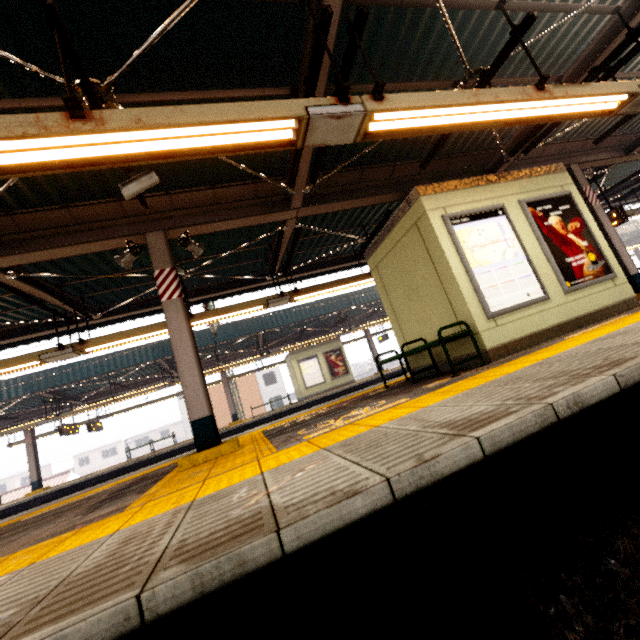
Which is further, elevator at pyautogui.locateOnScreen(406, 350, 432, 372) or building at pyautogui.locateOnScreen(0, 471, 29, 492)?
building at pyautogui.locateOnScreen(0, 471, 29, 492)

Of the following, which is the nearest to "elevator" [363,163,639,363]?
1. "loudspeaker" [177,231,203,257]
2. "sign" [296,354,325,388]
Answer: "loudspeaker" [177,231,203,257]

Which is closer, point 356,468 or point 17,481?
point 356,468

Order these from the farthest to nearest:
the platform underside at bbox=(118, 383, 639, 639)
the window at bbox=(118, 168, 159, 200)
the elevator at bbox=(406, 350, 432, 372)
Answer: the elevator at bbox=(406, 350, 432, 372) < the window at bbox=(118, 168, 159, 200) < the platform underside at bbox=(118, 383, 639, 639)

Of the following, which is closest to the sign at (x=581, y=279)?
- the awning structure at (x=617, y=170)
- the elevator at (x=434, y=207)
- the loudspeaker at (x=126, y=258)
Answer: the elevator at (x=434, y=207)

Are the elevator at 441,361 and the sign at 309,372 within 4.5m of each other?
no

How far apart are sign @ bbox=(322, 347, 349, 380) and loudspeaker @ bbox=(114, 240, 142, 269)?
15.0 meters

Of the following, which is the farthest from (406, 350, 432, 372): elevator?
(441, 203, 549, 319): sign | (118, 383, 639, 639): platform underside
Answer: (118, 383, 639, 639): platform underside
